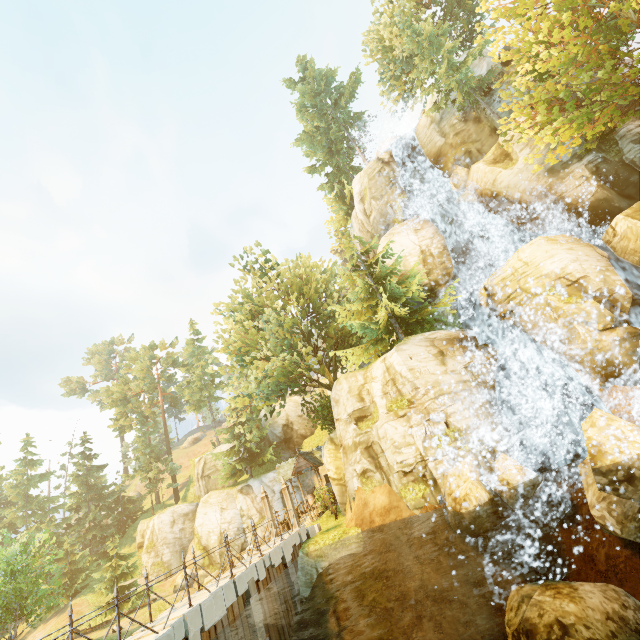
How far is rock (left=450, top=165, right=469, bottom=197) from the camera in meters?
24.3

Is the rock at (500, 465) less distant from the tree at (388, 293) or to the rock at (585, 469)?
the rock at (585, 469)

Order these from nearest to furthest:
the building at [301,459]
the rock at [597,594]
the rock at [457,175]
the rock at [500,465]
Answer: the rock at [597,594] → the rock at [500,465] → the rock at [457,175] → the building at [301,459]

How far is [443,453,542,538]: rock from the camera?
11.4m

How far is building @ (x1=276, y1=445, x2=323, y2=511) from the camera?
26.9m

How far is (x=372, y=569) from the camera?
13.4 meters

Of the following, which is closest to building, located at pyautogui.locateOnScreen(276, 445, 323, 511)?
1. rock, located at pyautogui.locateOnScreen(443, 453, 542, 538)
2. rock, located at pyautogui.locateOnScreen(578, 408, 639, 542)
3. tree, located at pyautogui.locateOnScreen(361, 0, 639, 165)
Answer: tree, located at pyautogui.locateOnScreen(361, 0, 639, 165)

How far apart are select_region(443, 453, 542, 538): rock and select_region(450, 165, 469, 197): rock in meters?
19.4 m
